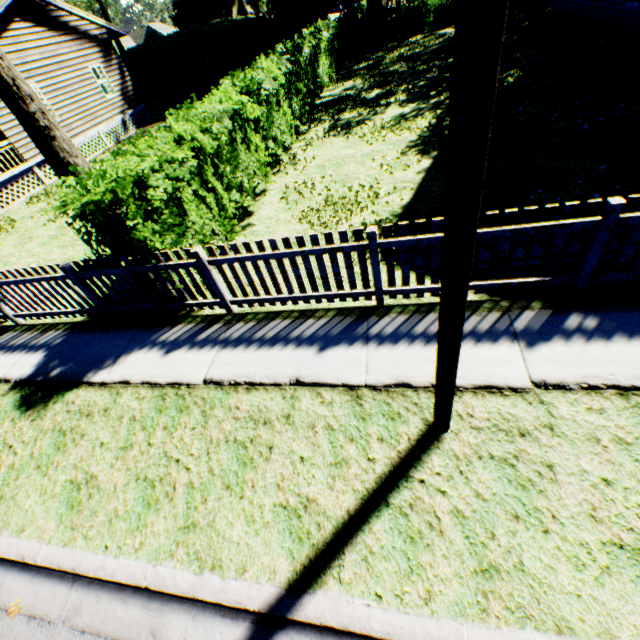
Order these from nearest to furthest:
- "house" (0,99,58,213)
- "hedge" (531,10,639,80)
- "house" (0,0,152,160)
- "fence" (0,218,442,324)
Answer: "fence" (0,218,442,324)
"hedge" (531,10,639,80)
"house" (0,99,58,213)
"house" (0,0,152,160)

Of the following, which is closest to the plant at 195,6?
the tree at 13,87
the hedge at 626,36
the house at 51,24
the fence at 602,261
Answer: the house at 51,24

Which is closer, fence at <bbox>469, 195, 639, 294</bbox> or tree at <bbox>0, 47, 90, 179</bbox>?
fence at <bbox>469, 195, 639, 294</bbox>

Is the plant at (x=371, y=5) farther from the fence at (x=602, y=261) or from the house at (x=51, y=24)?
the fence at (x=602, y=261)

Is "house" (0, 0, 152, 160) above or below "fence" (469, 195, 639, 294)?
above

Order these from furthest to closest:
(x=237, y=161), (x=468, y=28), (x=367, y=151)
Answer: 1. (x=367, y=151)
2. (x=237, y=161)
3. (x=468, y=28)

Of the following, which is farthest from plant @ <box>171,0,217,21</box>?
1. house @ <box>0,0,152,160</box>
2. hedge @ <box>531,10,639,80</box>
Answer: hedge @ <box>531,10,639,80</box>

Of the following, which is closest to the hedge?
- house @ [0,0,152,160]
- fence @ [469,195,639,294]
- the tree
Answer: fence @ [469,195,639,294]
